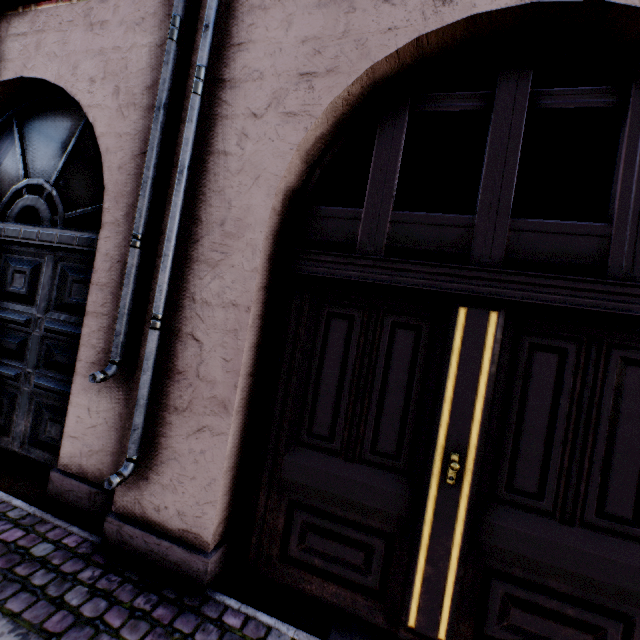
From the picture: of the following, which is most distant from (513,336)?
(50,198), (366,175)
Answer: (366,175)
